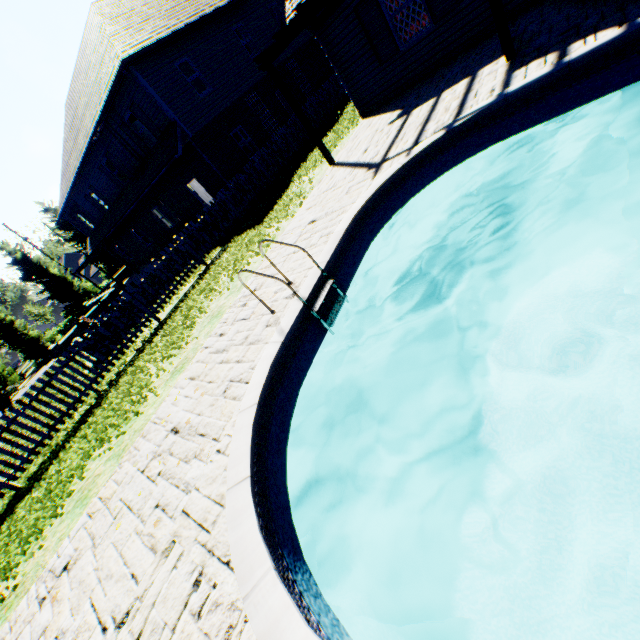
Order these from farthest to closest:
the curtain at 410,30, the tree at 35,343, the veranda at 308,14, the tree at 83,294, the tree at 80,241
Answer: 1. the tree at 80,241
2. the tree at 83,294
3. the tree at 35,343
4. the curtain at 410,30
5. the veranda at 308,14

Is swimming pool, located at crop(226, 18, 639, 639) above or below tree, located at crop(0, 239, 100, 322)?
below

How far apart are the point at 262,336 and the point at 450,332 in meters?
3.5 m

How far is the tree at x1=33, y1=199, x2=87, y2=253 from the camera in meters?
31.9 m

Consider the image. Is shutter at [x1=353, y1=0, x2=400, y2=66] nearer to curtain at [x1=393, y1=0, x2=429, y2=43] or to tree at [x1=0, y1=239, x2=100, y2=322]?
curtain at [x1=393, y1=0, x2=429, y2=43]

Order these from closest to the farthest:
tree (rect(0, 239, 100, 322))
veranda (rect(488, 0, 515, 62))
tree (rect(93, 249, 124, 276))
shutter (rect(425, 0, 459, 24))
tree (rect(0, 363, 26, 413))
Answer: veranda (rect(488, 0, 515, 62))
shutter (rect(425, 0, 459, 24))
tree (rect(0, 363, 26, 413))
tree (rect(0, 239, 100, 322))
tree (rect(93, 249, 124, 276))

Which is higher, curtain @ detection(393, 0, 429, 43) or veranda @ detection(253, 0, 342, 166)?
veranda @ detection(253, 0, 342, 166)

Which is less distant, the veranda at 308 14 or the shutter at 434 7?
the veranda at 308 14
